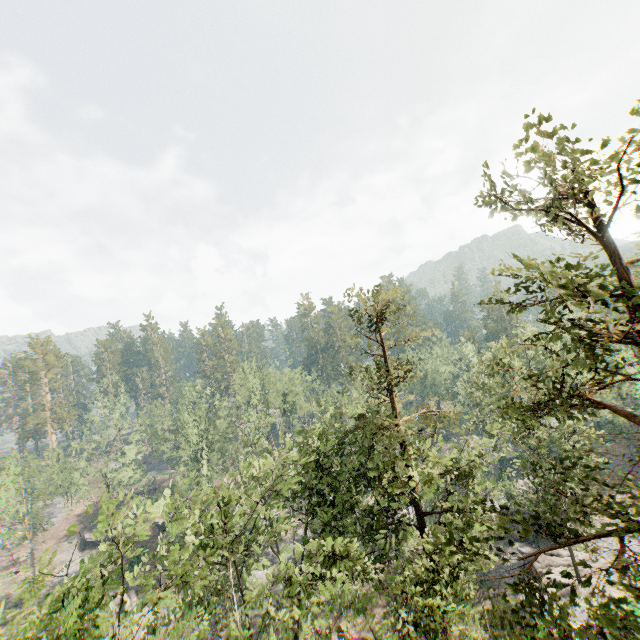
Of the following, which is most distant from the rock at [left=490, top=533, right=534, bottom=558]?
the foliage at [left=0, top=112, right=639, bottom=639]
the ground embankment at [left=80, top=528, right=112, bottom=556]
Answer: the ground embankment at [left=80, top=528, right=112, bottom=556]

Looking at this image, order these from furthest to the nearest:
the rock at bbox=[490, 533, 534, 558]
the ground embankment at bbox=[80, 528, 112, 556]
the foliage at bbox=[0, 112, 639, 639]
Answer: the ground embankment at bbox=[80, 528, 112, 556]
the rock at bbox=[490, 533, 534, 558]
the foliage at bbox=[0, 112, 639, 639]

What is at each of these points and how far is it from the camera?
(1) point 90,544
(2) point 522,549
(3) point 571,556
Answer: (1) ground embankment, 53.41m
(2) rock, 32.88m
(3) foliage, 26.48m

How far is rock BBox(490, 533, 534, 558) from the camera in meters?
32.7 m

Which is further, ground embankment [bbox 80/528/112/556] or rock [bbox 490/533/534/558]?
ground embankment [bbox 80/528/112/556]

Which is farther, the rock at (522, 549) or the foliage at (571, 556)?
the rock at (522, 549)

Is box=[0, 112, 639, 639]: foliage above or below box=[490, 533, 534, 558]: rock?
above

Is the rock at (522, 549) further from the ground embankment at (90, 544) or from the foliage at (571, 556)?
the ground embankment at (90, 544)
